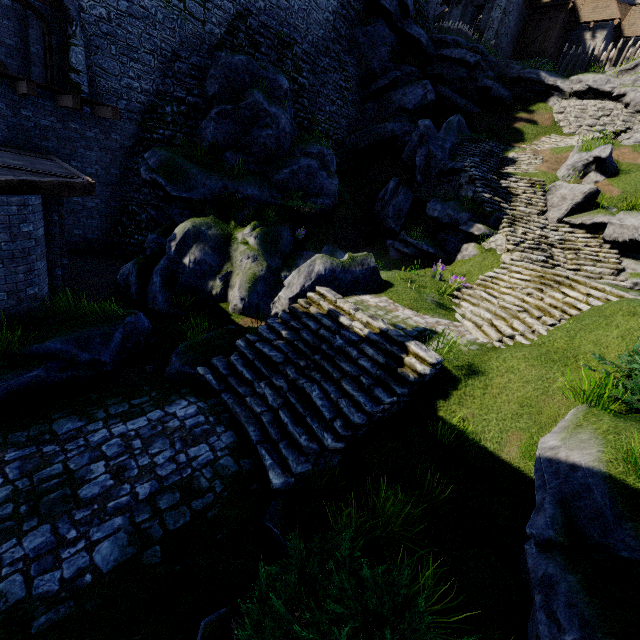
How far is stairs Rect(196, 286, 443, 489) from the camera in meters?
5.8 m

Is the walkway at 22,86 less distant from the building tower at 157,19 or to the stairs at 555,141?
the building tower at 157,19

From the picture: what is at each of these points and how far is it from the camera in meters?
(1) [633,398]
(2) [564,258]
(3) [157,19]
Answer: (1) bush, 5.3 m
(2) stairs, 12.1 m
(3) building tower, 14.0 m

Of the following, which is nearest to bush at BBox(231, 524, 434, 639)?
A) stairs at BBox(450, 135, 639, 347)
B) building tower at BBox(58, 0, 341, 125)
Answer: stairs at BBox(450, 135, 639, 347)

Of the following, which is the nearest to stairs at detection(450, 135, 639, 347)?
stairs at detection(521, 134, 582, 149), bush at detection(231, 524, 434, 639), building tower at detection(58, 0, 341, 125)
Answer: stairs at detection(521, 134, 582, 149)

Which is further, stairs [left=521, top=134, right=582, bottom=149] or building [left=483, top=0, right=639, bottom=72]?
building [left=483, top=0, right=639, bottom=72]

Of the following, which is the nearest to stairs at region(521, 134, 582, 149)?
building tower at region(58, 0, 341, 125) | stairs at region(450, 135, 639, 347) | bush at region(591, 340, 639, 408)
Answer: stairs at region(450, 135, 639, 347)

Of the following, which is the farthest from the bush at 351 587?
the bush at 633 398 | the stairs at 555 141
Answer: the stairs at 555 141
